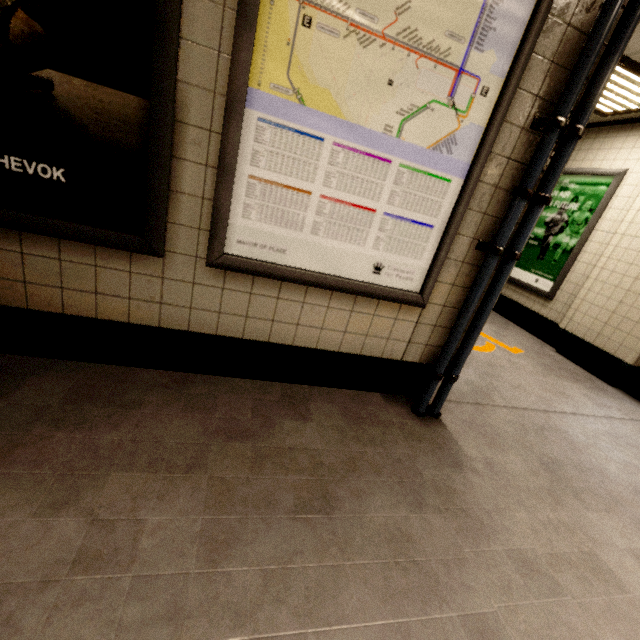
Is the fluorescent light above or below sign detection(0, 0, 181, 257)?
above

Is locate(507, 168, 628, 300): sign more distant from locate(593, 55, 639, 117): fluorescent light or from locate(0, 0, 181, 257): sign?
locate(0, 0, 181, 257): sign

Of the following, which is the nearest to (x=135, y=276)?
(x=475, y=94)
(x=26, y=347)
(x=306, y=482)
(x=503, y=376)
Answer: (x=26, y=347)

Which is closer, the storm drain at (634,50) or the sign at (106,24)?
the sign at (106,24)

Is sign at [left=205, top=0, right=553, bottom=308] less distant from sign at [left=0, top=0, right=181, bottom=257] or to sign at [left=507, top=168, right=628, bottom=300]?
sign at [left=0, top=0, right=181, bottom=257]

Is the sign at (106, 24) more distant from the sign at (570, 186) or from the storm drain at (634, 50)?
the sign at (570, 186)

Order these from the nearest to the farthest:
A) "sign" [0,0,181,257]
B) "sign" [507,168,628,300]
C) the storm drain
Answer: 1. "sign" [0,0,181,257]
2. the storm drain
3. "sign" [507,168,628,300]

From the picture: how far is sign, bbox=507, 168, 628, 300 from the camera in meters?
4.2
